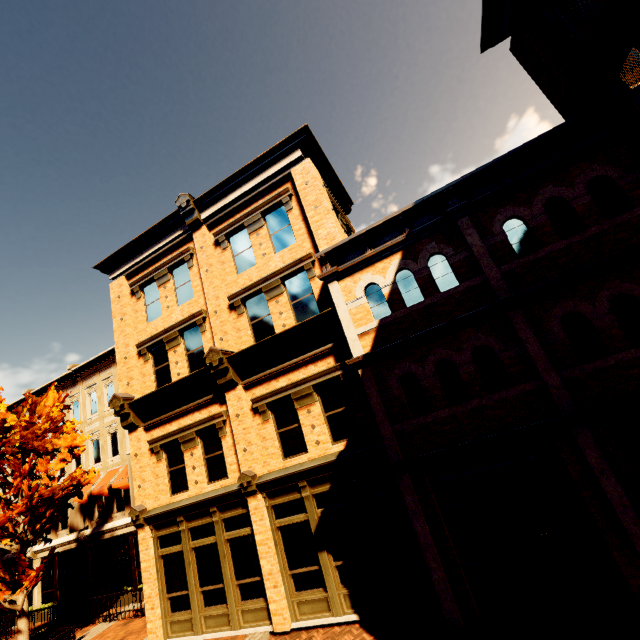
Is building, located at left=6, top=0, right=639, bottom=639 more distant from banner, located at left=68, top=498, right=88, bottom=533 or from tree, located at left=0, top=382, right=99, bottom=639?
tree, located at left=0, top=382, right=99, bottom=639

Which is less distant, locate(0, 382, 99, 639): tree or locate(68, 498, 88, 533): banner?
locate(0, 382, 99, 639): tree

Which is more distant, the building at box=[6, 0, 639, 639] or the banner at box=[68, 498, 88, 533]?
the banner at box=[68, 498, 88, 533]

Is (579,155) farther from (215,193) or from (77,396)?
(77,396)

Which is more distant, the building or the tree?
the tree

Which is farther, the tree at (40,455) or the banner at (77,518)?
the banner at (77,518)

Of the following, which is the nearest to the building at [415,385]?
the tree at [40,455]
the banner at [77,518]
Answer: the banner at [77,518]
